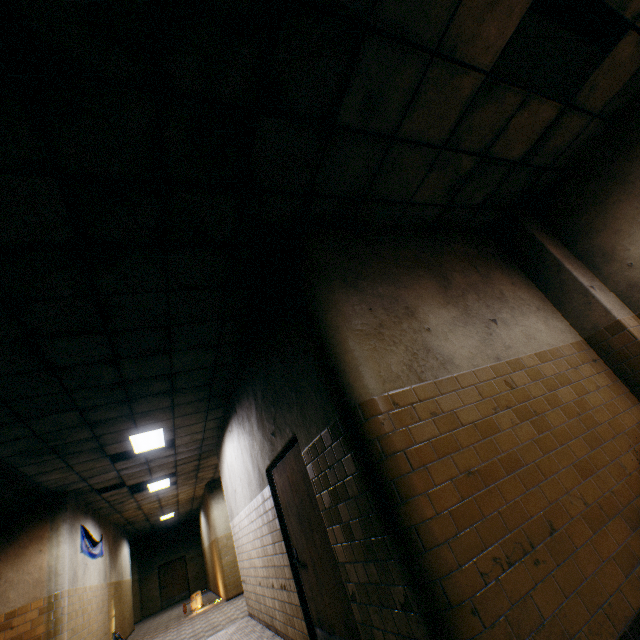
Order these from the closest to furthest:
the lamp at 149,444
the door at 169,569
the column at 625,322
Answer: the column at 625,322, the lamp at 149,444, the door at 169,569

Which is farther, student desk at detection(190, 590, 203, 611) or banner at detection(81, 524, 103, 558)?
student desk at detection(190, 590, 203, 611)

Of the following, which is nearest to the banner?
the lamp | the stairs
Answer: the stairs

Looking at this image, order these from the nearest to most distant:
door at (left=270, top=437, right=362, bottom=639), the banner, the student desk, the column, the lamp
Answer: door at (left=270, top=437, right=362, bottom=639), the column, the lamp, the banner, the student desk

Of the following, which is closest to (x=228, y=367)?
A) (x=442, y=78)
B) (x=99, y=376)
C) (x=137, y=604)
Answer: (x=99, y=376)

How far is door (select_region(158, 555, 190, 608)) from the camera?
19.4m

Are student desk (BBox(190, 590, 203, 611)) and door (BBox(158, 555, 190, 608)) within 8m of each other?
no

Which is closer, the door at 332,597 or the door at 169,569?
the door at 332,597
